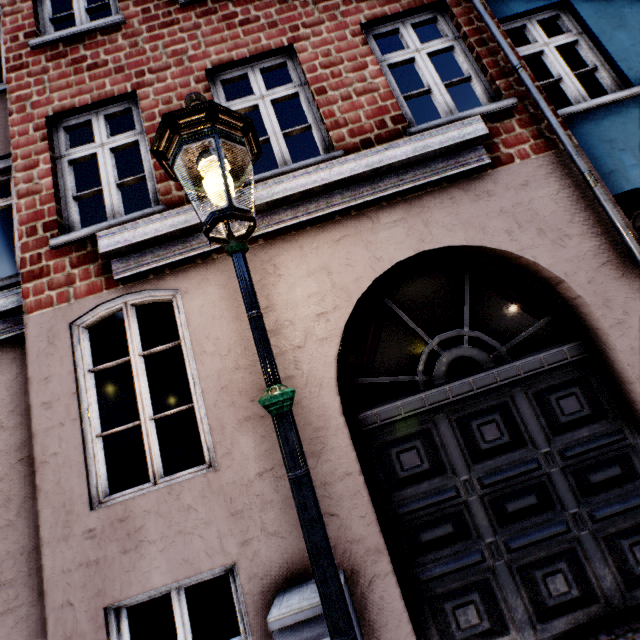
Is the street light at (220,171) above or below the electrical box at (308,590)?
above

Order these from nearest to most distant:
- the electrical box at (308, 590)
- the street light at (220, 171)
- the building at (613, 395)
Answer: the street light at (220, 171) < the electrical box at (308, 590) < the building at (613, 395)

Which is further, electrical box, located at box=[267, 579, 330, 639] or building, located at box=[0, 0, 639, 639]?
building, located at box=[0, 0, 639, 639]

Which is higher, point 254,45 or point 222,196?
point 254,45

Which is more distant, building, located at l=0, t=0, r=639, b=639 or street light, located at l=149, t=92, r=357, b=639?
building, located at l=0, t=0, r=639, b=639

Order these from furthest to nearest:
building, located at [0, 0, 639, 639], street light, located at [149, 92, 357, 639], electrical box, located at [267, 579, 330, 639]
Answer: building, located at [0, 0, 639, 639] → electrical box, located at [267, 579, 330, 639] → street light, located at [149, 92, 357, 639]

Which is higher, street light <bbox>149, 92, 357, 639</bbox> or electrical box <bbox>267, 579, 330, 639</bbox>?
street light <bbox>149, 92, 357, 639</bbox>

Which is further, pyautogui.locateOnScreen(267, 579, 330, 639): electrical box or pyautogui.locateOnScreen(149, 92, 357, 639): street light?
pyautogui.locateOnScreen(267, 579, 330, 639): electrical box
